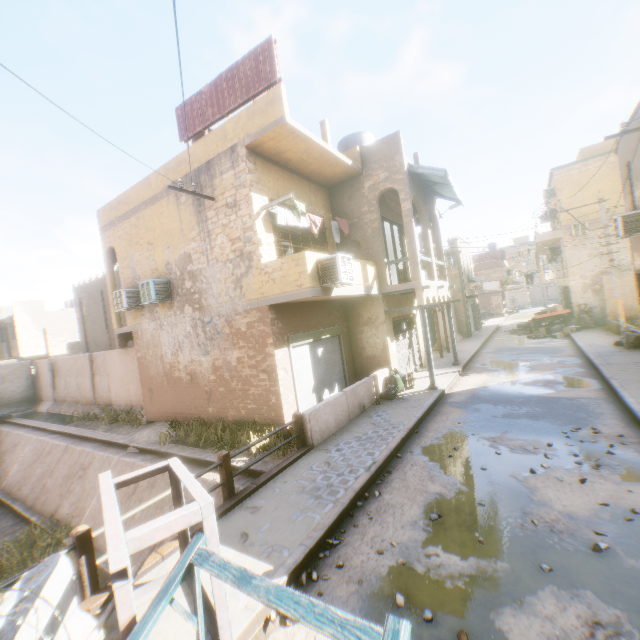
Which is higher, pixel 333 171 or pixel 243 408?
pixel 333 171

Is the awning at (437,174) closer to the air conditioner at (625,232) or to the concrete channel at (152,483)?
the air conditioner at (625,232)

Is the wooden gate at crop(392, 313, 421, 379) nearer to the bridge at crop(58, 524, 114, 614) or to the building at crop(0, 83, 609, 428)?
the building at crop(0, 83, 609, 428)

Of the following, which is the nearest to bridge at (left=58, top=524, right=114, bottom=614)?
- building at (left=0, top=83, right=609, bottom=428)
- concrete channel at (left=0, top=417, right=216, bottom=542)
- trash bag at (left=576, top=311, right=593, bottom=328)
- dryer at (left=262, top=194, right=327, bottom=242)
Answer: concrete channel at (left=0, top=417, right=216, bottom=542)

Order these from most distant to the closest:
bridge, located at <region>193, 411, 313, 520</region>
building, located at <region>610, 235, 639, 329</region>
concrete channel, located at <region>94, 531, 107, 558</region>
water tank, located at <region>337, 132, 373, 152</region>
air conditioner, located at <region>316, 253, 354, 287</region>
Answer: water tank, located at <region>337, 132, 373, 152</region> < building, located at <region>610, 235, 639, 329</region> < concrete channel, located at <region>94, 531, 107, 558</region> < air conditioner, located at <region>316, 253, 354, 287</region> < bridge, located at <region>193, 411, 313, 520</region>

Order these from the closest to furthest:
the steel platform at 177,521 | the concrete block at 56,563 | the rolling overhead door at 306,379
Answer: the steel platform at 177,521
the concrete block at 56,563
the rolling overhead door at 306,379

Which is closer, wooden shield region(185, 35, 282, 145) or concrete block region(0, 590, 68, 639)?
concrete block region(0, 590, 68, 639)

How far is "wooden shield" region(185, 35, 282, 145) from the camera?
8.8m
